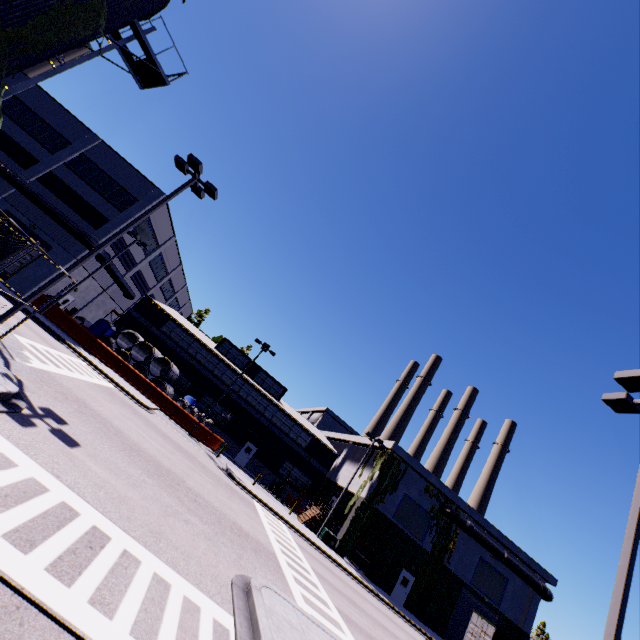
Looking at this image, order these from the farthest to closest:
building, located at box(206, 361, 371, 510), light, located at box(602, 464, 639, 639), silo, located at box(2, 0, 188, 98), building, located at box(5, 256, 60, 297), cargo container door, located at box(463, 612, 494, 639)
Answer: building, located at box(206, 361, 371, 510)
building, located at box(5, 256, 60, 297)
cargo container door, located at box(463, 612, 494, 639)
silo, located at box(2, 0, 188, 98)
light, located at box(602, 464, 639, 639)

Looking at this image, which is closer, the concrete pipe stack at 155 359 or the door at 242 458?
the concrete pipe stack at 155 359

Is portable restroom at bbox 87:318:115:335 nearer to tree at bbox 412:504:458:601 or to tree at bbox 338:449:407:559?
tree at bbox 338:449:407:559

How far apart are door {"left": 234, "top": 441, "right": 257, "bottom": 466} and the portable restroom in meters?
19.1

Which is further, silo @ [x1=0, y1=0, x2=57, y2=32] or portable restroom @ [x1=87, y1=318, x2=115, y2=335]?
portable restroom @ [x1=87, y1=318, x2=115, y2=335]

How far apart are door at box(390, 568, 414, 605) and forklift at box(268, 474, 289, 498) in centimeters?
1269cm

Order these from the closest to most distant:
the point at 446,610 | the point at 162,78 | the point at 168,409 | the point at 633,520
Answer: the point at 633,520 → the point at 162,78 → the point at 168,409 → the point at 446,610

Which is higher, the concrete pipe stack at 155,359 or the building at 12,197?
the building at 12,197
